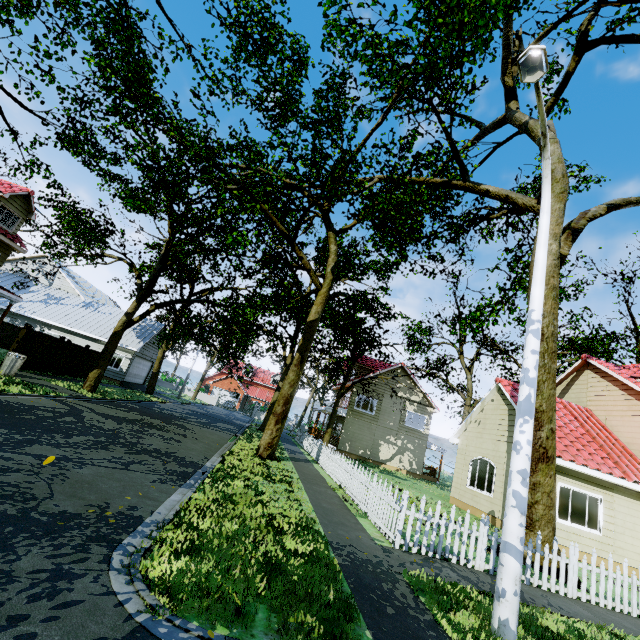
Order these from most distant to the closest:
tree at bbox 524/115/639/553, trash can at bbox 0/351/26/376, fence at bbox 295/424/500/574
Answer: trash can at bbox 0/351/26/376, tree at bbox 524/115/639/553, fence at bbox 295/424/500/574

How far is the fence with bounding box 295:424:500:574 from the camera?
7.0 meters

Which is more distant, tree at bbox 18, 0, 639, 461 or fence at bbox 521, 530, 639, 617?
tree at bbox 18, 0, 639, 461

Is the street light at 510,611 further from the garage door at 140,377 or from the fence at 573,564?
the garage door at 140,377

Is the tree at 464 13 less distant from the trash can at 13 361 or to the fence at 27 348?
the fence at 27 348

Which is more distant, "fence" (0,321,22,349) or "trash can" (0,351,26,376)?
"fence" (0,321,22,349)

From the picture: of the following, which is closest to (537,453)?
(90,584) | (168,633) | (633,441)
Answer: (633,441)

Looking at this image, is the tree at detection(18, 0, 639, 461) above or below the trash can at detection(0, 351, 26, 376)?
above
